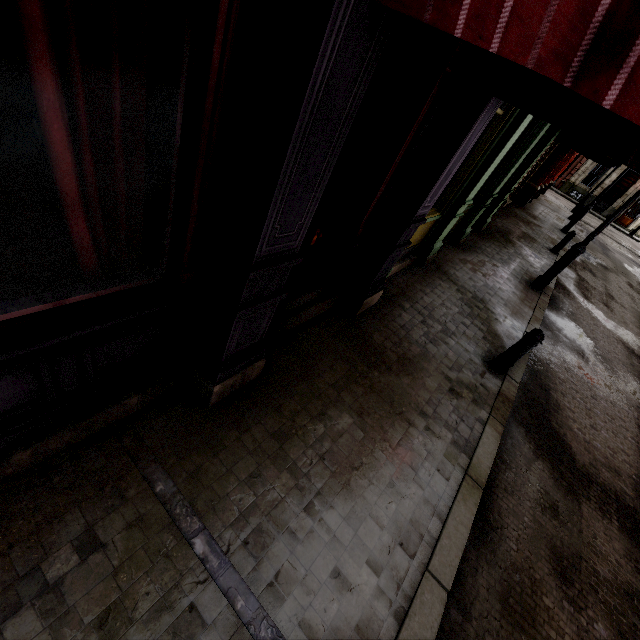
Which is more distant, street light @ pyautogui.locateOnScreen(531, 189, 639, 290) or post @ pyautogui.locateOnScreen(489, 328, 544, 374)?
street light @ pyautogui.locateOnScreen(531, 189, 639, 290)

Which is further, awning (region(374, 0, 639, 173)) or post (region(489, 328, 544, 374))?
post (region(489, 328, 544, 374))

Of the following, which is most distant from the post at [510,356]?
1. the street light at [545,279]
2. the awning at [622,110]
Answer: the street light at [545,279]

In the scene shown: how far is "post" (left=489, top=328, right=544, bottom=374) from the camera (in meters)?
4.99

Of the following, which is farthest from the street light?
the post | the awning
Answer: the awning

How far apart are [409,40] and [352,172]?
1.20m
